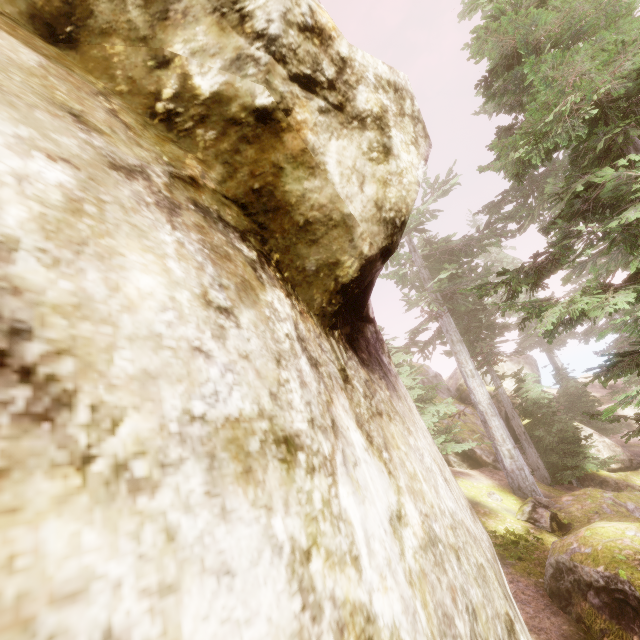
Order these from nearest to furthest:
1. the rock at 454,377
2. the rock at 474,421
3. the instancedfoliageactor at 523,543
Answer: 1. the instancedfoliageactor at 523,543
2. the rock at 474,421
3. the rock at 454,377

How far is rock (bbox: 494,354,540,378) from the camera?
28.67m

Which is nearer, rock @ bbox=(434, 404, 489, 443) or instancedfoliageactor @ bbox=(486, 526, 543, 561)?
instancedfoliageactor @ bbox=(486, 526, 543, 561)

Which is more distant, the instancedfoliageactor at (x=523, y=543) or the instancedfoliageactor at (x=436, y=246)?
the instancedfoliageactor at (x=523, y=543)

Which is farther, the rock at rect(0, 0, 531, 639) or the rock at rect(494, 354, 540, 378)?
the rock at rect(494, 354, 540, 378)

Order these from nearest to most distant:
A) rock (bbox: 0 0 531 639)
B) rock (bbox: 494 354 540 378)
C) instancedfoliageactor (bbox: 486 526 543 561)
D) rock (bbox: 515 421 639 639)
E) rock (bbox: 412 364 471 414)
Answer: rock (bbox: 0 0 531 639) < rock (bbox: 515 421 639 639) < instancedfoliageactor (bbox: 486 526 543 561) < rock (bbox: 412 364 471 414) < rock (bbox: 494 354 540 378)

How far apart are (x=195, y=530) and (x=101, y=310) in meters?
0.9 m
